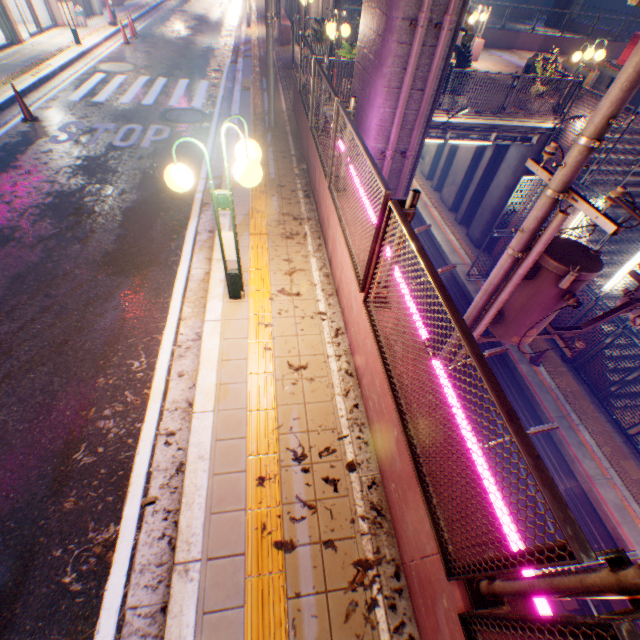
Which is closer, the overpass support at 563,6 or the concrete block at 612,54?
the concrete block at 612,54

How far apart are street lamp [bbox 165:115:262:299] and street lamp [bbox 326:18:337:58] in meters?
8.8 m

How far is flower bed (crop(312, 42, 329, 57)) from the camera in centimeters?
1527cm

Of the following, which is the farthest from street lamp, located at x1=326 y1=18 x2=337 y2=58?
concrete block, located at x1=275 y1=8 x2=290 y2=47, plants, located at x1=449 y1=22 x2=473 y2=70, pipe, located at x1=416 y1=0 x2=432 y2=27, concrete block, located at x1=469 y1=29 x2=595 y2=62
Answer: concrete block, located at x1=469 y1=29 x2=595 y2=62

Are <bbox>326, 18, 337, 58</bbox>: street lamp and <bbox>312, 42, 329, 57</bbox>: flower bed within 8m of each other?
yes

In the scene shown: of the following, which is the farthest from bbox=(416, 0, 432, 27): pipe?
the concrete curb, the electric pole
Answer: the electric pole

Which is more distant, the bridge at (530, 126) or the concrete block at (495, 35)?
the concrete block at (495, 35)

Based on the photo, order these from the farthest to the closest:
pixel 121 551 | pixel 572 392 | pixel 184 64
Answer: pixel 184 64 → pixel 572 392 → pixel 121 551
